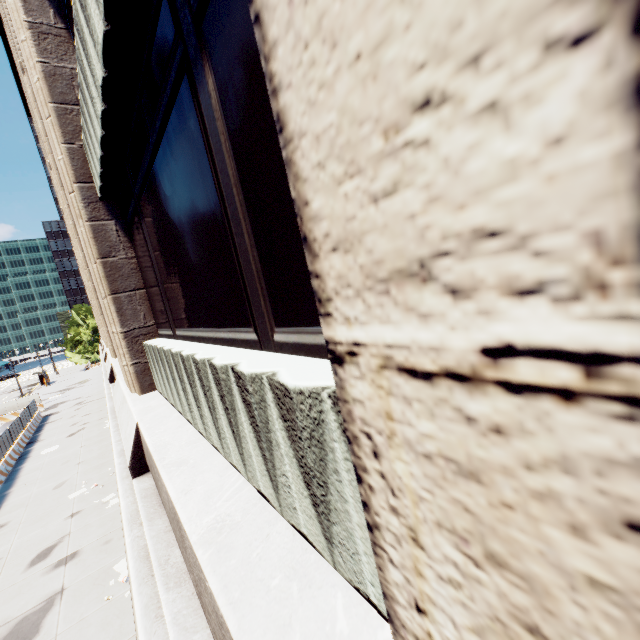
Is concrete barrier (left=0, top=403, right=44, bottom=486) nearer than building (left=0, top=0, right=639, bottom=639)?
No

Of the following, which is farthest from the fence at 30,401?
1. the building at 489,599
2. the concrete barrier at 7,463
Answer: the building at 489,599

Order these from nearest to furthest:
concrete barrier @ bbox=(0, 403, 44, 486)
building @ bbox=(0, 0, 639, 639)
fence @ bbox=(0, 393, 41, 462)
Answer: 1. building @ bbox=(0, 0, 639, 639)
2. concrete barrier @ bbox=(0, 403, 44, 486)
3. fence @ bbox=(0, 393, 41, 462)

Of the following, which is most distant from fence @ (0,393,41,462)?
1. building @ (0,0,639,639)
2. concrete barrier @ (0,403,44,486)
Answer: building @ (0,0,639,639)

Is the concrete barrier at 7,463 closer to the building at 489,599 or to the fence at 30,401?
the fence at 30,401

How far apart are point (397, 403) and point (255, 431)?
1.84m

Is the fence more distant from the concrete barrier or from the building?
the building
